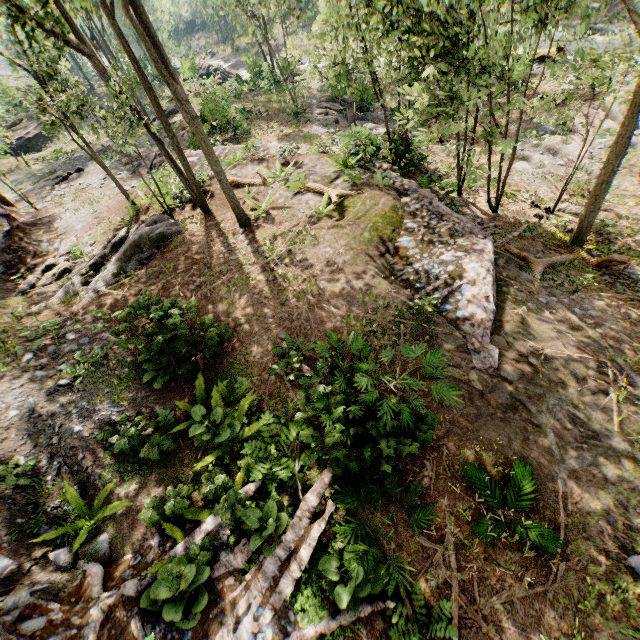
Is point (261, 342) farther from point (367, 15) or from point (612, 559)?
point (367, 15)

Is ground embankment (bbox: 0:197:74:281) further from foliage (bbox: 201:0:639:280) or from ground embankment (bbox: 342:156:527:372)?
ground embankment (bbox: 342:156:527:372)

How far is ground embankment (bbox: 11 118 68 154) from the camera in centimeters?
3281cm

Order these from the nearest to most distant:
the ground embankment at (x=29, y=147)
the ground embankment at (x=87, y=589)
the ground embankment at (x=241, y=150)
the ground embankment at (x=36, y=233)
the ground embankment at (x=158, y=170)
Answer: the ground embankment at (x=87, y=589) < the ground embankment at (x=36, y=233) < the ground embankment at (x=241, y=150) < the ground embankment at (x=158, y=170) < the ground embankment at (x=29, y=147)

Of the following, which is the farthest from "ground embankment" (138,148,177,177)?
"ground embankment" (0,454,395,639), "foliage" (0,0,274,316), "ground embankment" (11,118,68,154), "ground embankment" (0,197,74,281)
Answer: "ground embankment" (0,454,395,639)

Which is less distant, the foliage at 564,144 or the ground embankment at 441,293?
the ground embankment at 441,293

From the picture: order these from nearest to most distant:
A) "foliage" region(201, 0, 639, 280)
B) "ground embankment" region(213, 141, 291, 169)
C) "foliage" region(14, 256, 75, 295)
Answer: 1. "foliage" region(201, 0, 639, 280)
2. "foliage" region(14, 256, 75, 295)
3. "ground embankment" region(213, 141, 291, 169)

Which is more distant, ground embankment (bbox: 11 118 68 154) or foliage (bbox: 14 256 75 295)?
ground embankment (bbox: 11 118 68 154)
